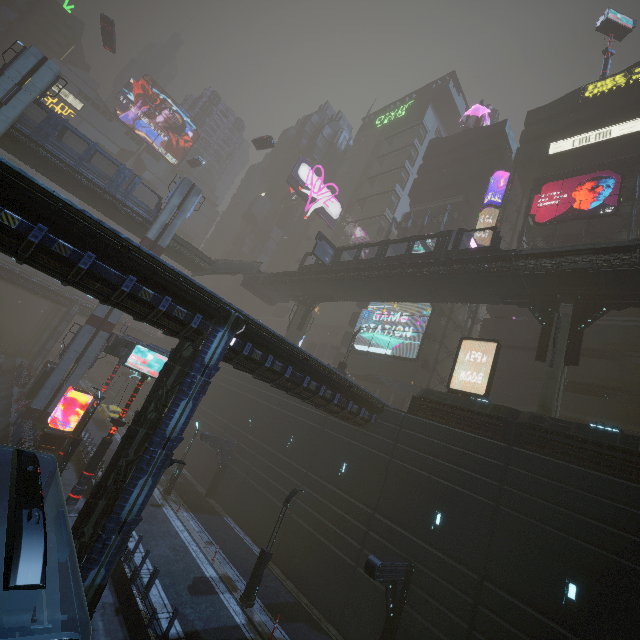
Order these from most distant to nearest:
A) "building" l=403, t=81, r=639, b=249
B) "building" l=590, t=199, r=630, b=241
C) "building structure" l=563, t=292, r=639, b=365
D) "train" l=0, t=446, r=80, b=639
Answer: "building" l=403, t=81, r=639, b=249 → "building" l=590, t=199, r=630, b=241 → "building structure" l=563, t=292, r=639, b=365 → "train" l=0, t=446, r=80, b=639

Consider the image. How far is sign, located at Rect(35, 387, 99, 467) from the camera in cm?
2182

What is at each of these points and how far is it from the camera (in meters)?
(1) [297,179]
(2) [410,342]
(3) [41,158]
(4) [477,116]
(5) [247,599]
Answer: (1) sign, 59.50
(2) sign, 35.25
(3) bridge, 27.84
(4) mannequin, 50.53
(5) street light, 15.66

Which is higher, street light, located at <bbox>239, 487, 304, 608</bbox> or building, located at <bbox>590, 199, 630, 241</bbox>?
building, located at <bbox>590, 199, 630, 241</bbox>

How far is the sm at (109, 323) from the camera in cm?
2753

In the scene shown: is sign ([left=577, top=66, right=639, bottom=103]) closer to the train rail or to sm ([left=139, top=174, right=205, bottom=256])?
sm ([left=139, top=174, right=205, bottom=256])

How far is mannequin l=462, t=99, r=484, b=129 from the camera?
49.8 meters

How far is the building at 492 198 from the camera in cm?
3900
